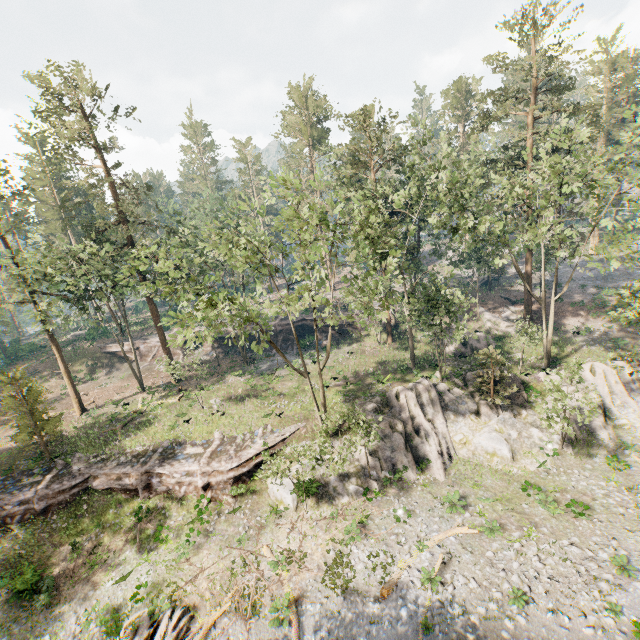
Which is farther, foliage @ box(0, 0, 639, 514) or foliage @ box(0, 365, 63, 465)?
foliage @ box(0, 365, 63, 465)

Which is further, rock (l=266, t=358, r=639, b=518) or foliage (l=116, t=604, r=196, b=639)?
rock (l=266, t=358, r=639, b=518)

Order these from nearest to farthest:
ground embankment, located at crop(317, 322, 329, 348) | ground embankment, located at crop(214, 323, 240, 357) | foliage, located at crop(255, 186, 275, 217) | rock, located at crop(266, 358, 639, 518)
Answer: foliage, located at crop(255, 186, 275, 217)
rock, located at crop(266, 358, 639, 518)
ground embankment, located at crop(317, 322, 329, 348)
ground embankment, located at crop(214, 323, 240, 357)

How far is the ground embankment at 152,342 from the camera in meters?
46.7 m

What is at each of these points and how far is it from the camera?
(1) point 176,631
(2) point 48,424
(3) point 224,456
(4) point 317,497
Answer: (1) foliage, 15.9m
(2) foliage, 26.1m
(3) ground embankment, 24.7m
(4) rock, 22.5m

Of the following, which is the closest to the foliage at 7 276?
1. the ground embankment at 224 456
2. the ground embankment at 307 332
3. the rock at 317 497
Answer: the ground embankment at 224 456

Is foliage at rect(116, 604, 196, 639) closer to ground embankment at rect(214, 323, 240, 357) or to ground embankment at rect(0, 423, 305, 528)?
ground embankment at rect(0, 423, 305, 528)

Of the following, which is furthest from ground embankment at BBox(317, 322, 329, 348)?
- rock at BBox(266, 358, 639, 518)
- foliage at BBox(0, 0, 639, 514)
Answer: rock at BBox(266, 358, 639, 518)
